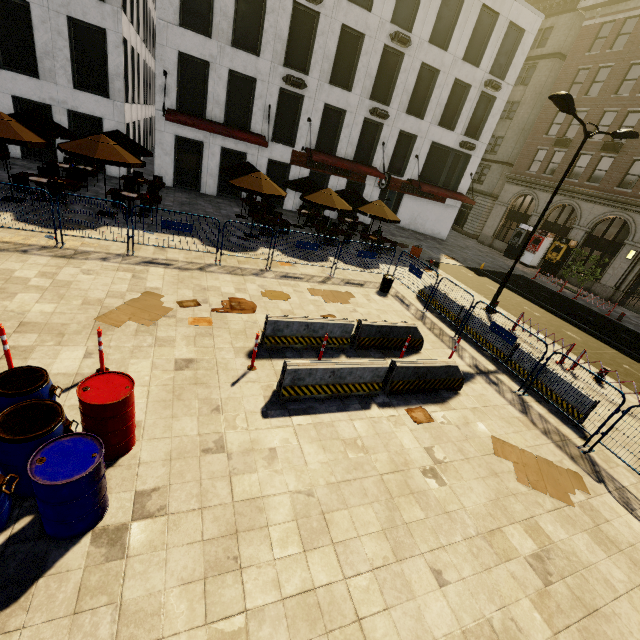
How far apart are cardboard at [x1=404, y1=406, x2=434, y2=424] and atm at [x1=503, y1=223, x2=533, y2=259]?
28.4m

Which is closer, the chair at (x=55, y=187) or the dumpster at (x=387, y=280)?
the chair at (x=55, y=187)

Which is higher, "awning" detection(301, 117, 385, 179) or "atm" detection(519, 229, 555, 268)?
"awning" detection(301, 117, 385, 179)

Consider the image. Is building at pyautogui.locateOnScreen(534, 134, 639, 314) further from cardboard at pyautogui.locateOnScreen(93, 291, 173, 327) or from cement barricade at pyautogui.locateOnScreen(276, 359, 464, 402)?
cardboard at pyautogui.locateOnScreen(93, 291, 173, 327)

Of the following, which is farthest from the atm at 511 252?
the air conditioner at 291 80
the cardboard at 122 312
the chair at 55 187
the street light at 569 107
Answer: the chair at 55 187

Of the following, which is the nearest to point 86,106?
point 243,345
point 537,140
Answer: point 243,345

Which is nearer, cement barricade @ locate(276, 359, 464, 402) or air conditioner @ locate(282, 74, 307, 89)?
cement barricade @ locate(276, 359, 464, 402)

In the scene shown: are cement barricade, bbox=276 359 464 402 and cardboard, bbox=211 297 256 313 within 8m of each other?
yes
